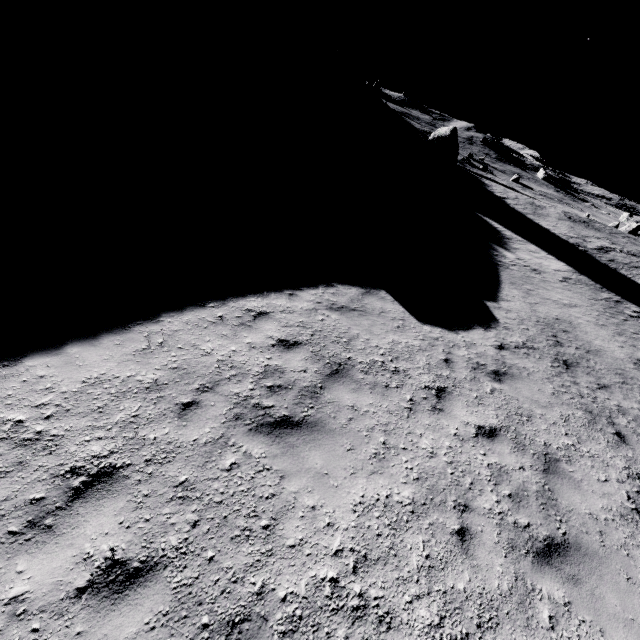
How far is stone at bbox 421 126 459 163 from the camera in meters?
39.4 m

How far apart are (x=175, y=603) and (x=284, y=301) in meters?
5.7

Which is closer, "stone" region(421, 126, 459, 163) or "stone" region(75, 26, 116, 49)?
"stone" region(75, 26, 116, 49)

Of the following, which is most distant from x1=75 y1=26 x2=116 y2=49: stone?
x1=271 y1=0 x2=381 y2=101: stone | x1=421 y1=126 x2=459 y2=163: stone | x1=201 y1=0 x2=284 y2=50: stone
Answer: x1=421 y1=126 x2=459 y2=163: stone

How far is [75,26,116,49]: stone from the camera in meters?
27.8

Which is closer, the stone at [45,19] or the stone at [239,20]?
the stone at [45,19]

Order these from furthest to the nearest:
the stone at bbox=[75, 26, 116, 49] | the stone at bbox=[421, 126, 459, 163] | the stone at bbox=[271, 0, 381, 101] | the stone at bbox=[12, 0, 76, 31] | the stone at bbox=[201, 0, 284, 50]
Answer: the stone at bbox=[271, 0, 381, 101]
the stone at bbox=[421, 126, 459, 163]
the stone at bbox=[201, 0, 284, 50]
the stone at bbox=[75, 26, 116, 49]
the stone at bbox=[12, 0, 76, 31]

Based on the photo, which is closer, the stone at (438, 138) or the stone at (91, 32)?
the stone at (91, 32)
